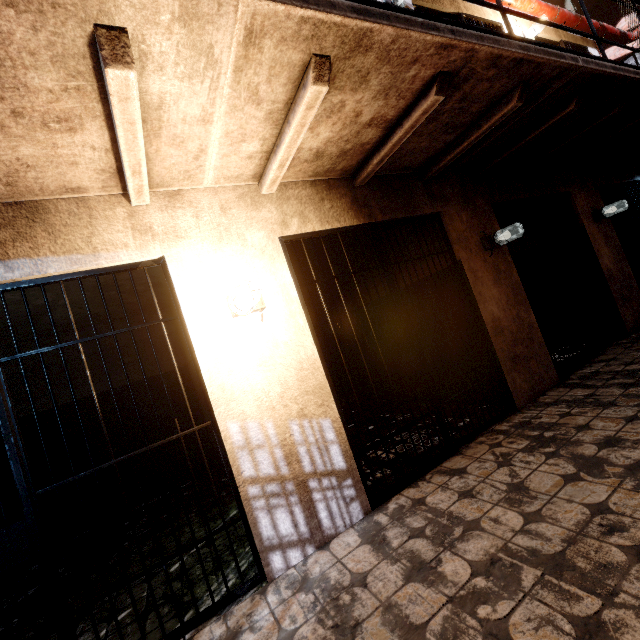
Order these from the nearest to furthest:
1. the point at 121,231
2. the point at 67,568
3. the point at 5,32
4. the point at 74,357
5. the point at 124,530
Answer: the point at 5,32, the point at 121,231, the point at 67,568, the point at 124,530, the point at 74,357

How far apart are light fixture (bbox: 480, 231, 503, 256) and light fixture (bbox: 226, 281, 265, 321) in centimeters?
289cm

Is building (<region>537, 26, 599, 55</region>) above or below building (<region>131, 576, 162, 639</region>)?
above

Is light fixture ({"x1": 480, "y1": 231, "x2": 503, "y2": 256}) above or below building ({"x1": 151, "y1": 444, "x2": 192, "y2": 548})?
above

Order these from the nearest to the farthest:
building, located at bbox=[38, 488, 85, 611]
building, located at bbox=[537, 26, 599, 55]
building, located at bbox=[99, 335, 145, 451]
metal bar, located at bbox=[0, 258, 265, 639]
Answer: metal bar, located at bbox=[0, 258, 265, 639] → building, located at bbox=[38, 488, 85, 611] → building, located at bbox=[99, 335, 145, 451] → building, located at bbox=[537, 26, 599, 55]

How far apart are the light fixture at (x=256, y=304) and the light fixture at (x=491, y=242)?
2.9m

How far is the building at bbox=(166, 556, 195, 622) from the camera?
2.16m

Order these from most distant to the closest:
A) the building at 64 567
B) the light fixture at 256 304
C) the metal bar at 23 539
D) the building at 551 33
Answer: the building at 551 33 < the building at 64 567 < the light fixture at 256 304 < the metal bar at 23 539
